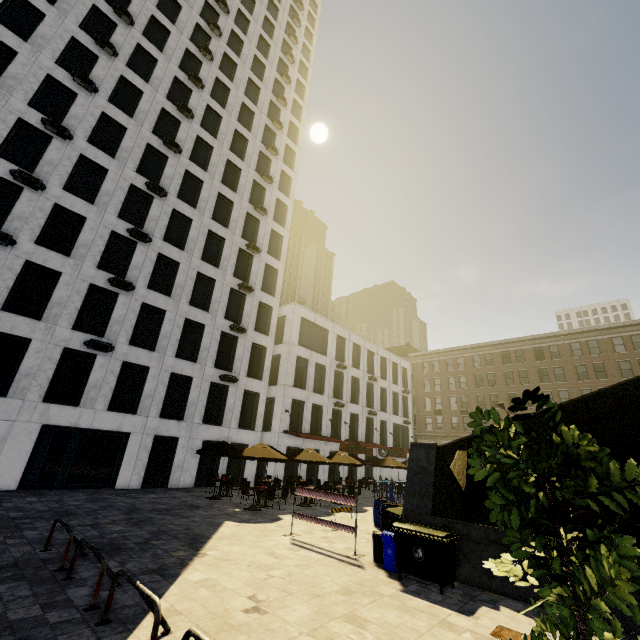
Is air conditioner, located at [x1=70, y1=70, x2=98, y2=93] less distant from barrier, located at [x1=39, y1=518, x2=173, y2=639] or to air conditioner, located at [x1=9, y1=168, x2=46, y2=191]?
air conditioner, located at [x1=9, y1=168, x2=46, y2=191]

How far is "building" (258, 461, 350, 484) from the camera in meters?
26.0 m

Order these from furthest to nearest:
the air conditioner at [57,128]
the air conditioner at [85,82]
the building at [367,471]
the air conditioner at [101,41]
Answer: the building at [367,471] → the air conditioner at [101,41] → the air conditioner at [85,82] → the air conditioner at [57,128]

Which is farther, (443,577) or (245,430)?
(245,430)

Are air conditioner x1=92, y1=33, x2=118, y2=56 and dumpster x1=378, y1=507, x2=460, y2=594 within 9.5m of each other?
no

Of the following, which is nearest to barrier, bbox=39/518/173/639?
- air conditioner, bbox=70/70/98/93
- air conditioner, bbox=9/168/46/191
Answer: air conditioner, bbox=9/168/46/191

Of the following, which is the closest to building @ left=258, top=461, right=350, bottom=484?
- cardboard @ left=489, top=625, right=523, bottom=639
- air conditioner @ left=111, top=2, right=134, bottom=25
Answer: cardboard @ left=489, top=625, right=523, bottom=639

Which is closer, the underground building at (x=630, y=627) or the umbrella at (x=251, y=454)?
the underground building at (x=630, y=627)
